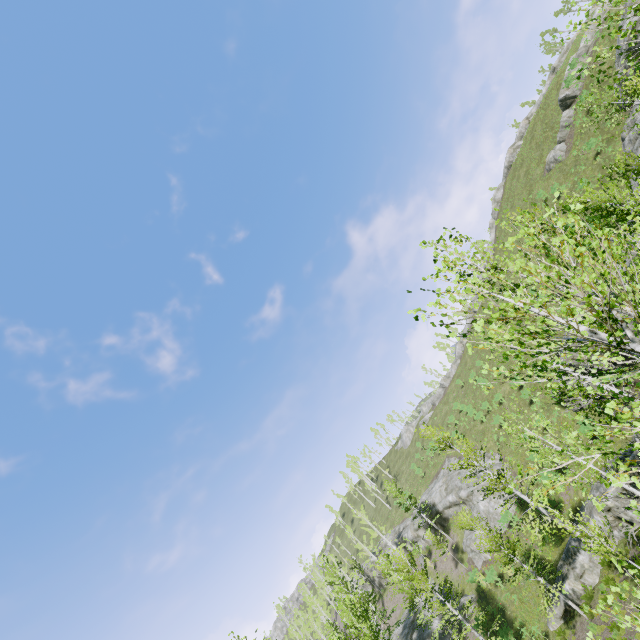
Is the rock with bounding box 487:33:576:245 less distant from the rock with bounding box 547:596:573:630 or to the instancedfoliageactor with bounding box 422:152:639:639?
the instancedfoliageactor with bounding box 422:152:639:639

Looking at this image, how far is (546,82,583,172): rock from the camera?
34.34m

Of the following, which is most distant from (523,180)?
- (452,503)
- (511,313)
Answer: (511,313)

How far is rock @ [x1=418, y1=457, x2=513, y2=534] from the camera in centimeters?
3133cm

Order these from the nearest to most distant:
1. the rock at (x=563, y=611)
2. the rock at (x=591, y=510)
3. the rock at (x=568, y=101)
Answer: the rock at (x=591, y=510), the rock at (x=563, y=611), the rock at (x=568, y=101)

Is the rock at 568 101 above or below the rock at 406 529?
above

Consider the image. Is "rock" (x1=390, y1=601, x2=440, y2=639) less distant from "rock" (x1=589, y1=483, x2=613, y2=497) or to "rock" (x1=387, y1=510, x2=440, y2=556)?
"rock" (x1=387, y1=510, x2=440, y2=556)

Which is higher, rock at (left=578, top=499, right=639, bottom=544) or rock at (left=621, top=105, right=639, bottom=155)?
rock at (left=621, top=105, right=639, bottom=155)
